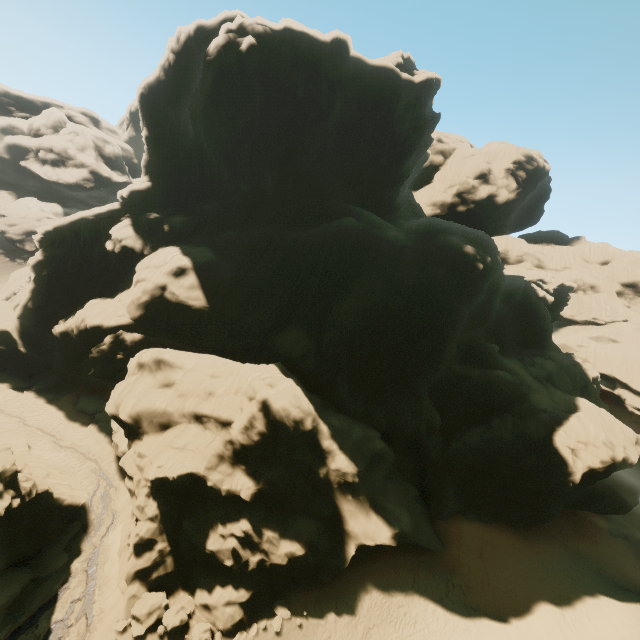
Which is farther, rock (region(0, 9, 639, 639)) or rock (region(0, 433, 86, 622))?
rock (region(0, 9, 639, 639))

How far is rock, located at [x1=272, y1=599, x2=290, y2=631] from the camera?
18.7 meters

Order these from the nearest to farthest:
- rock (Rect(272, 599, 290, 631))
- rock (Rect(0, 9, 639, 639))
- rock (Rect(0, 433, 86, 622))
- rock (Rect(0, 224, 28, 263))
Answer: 1. rock (Rect(0, 433, 86, 622))
2. rock (Rect(272, 599, 290, 631))
3. rock (Rect(0, 9, 639, 639))
4. rock (Rect(0, 224, 28, 263))

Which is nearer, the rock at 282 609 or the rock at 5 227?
the rock at 282 609

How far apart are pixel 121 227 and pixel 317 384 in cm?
2848

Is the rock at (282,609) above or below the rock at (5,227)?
below
